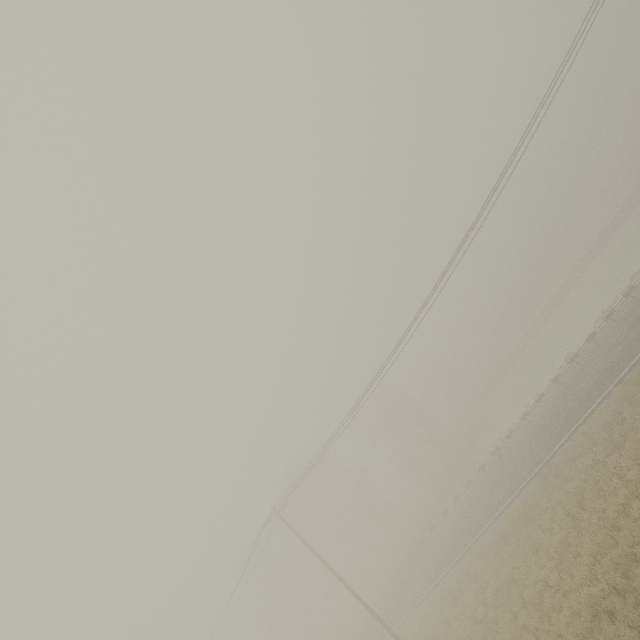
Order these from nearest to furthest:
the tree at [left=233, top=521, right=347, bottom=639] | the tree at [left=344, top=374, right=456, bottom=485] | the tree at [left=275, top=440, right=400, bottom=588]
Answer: the tree at [left=275, top=440, right=400, bottom=588], the tree at [left=233, top=521, right=347, bottom=639], the tree at [left=344, top=374, right=456, bottom=485]

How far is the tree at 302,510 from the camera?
43.5m

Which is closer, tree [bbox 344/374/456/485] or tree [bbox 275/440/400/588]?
tree [bbox 275/440/400/588]

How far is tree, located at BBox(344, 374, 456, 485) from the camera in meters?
45.9 m

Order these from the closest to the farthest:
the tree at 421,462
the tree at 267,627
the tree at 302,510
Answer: the tree at 302,510 → the tree at 267,627 → the tree at 421,462

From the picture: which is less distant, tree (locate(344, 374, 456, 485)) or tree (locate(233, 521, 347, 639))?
tree (locate(233, 521, 347, 639))

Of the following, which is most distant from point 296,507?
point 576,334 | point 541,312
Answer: point 541,312

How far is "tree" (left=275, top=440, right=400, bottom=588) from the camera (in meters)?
43.50
